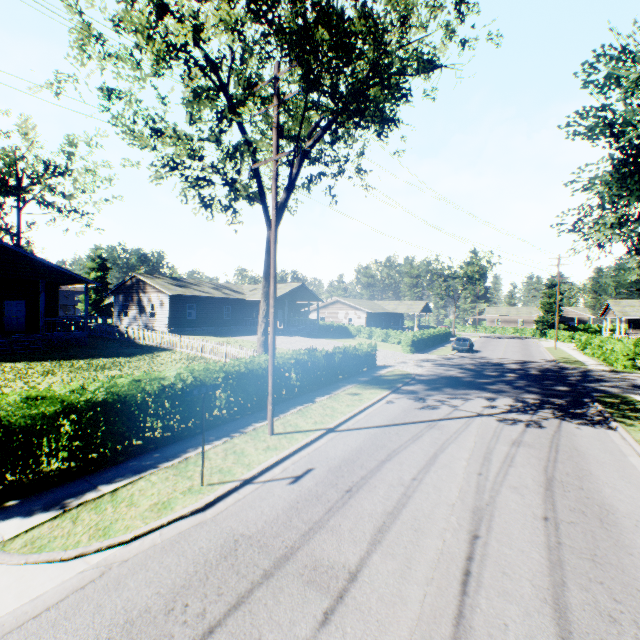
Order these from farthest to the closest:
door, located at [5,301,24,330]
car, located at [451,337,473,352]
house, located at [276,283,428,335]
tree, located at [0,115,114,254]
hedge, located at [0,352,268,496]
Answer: house, located at [276,283,428,335] < car, located at [451,337,473,352] < tree, located at [0,115,114,254] < door, located at [5,301,24,330] < hedge, located at [0,352,268,496]

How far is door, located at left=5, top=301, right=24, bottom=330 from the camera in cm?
2284

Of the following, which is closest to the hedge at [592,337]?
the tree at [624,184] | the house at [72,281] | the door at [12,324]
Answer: the house at [72,281]

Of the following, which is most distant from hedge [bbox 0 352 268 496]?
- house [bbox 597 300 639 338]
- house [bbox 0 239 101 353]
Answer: house [bbox 597 300 639 338]

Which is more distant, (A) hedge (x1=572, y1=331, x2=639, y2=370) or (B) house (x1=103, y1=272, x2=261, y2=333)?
(B) house (x1=103, y1=272, x2=261, y2=333)

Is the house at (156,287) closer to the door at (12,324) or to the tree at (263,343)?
the door at (12,324)

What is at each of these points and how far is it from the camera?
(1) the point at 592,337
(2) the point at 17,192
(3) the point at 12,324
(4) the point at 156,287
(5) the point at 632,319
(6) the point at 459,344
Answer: (1) hedge, 33.66m
(2) tree, 32.44m
(3) door, 23.11m
(4) house, 32.47m
(5) house, 53.03m
(6) car, 35.47m

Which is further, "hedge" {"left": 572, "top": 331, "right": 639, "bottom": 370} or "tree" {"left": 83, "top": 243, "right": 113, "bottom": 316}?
"tree" {"left": 83, "top": 243, "right": 113, "bottom": 316}
